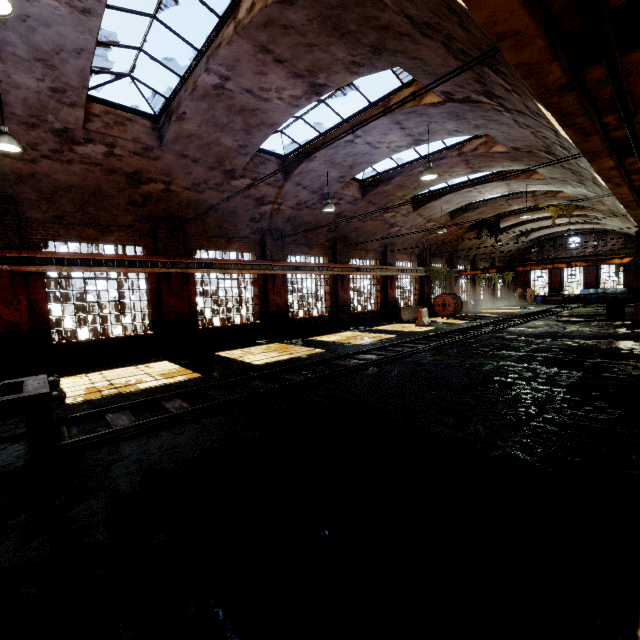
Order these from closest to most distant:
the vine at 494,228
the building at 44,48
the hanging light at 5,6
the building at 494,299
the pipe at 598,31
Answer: the pipe at 598,31
the hanging light at 5,6
the building at 44,48
the vine at 494,228
the building at 494,299

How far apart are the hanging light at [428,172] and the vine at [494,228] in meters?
18.7 m

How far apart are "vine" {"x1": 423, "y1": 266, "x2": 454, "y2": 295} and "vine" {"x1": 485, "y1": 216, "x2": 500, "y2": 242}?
4.1 meters

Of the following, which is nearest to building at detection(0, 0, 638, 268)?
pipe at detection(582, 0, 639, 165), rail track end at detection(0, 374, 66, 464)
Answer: pipe at detection(582, 0, 639, 165)

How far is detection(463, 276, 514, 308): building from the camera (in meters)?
32.88

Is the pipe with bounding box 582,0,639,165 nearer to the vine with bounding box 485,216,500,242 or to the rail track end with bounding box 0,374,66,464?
the rail track end with bounding box 0,374,66,464

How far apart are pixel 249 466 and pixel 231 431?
1.3m

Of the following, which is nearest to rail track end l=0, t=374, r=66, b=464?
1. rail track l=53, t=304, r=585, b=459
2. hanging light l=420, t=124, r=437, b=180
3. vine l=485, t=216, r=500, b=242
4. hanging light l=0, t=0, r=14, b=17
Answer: rail track l=53, t=304, r=585, b=459
